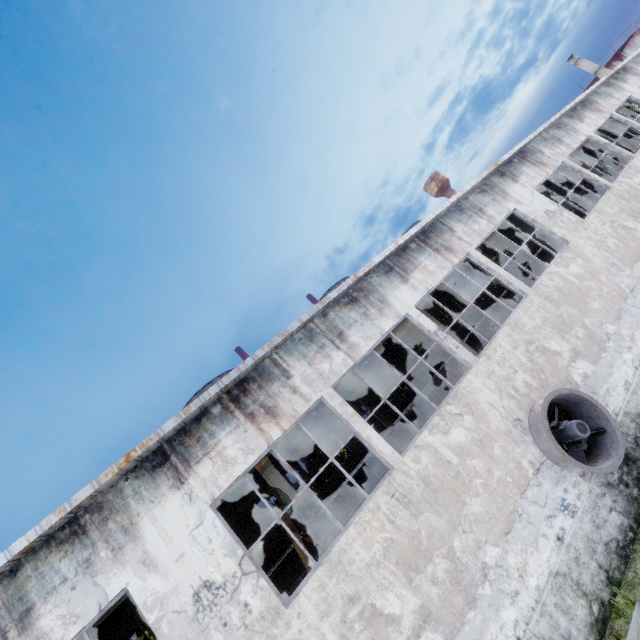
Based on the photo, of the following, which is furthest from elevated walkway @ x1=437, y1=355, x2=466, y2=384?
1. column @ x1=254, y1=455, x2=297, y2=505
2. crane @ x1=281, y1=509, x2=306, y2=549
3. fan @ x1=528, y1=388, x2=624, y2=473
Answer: crane @ x1=281, y1=509, x2=306, y2=549

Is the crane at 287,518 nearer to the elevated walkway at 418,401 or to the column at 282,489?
the column at 282,489

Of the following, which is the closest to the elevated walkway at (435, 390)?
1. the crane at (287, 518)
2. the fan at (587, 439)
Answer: the fan at (587, 439)

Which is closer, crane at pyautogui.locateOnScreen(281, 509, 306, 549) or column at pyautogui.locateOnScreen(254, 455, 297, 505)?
column at pyautogui.locateOnScreen(254, 455, 297, 505)

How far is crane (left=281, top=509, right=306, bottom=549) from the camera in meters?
10.9

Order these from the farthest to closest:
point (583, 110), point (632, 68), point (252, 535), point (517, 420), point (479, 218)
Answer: point (632, 68) < point (252, 535) < point (583, 110) < point (479, 218) < point (517, 420)

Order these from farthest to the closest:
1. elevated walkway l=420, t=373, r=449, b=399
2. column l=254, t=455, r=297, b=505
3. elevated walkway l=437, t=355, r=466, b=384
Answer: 1. elevated walkway l=420, t=373, r=449, b=399
2. elevated walkway l=437, t=355, r=466, b=384
3. column l=254, t=455, r=297, b=505

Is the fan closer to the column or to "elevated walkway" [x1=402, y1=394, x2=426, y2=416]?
"elevated walkway" [x1=402, y1=394, x2=426, y2=416]
